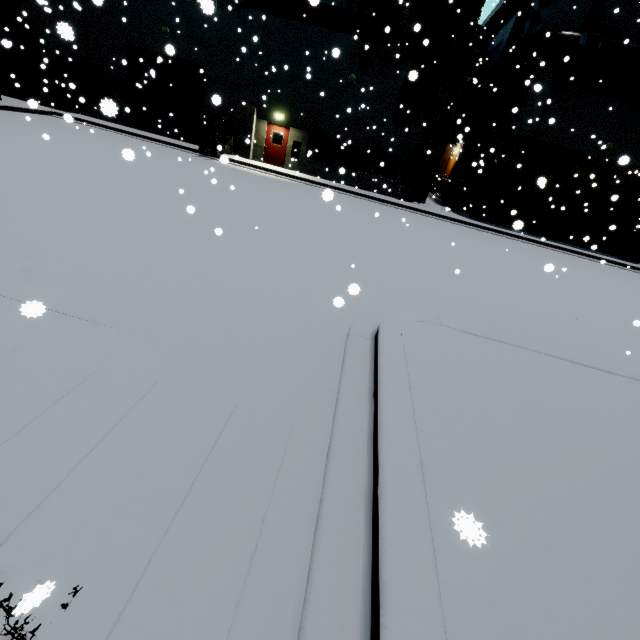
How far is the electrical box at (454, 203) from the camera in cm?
2358

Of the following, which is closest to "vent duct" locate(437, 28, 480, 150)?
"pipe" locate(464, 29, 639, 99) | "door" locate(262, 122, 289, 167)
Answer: "pipe" locate(464, 29, 639, 99)

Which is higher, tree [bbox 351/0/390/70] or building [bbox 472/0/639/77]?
building [bbox 472/0/639/77]

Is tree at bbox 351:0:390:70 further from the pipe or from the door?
the door

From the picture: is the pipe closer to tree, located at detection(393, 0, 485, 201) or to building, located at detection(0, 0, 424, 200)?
building, located at detection(0, 0, 424, 200)

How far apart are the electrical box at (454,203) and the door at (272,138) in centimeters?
1232cm

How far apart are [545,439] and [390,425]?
1.8m

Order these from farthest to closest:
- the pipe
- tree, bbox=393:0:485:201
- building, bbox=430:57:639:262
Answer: building, bbox=430:57:639:262 → tree, bbox=393:0:485:201 → the pipe
